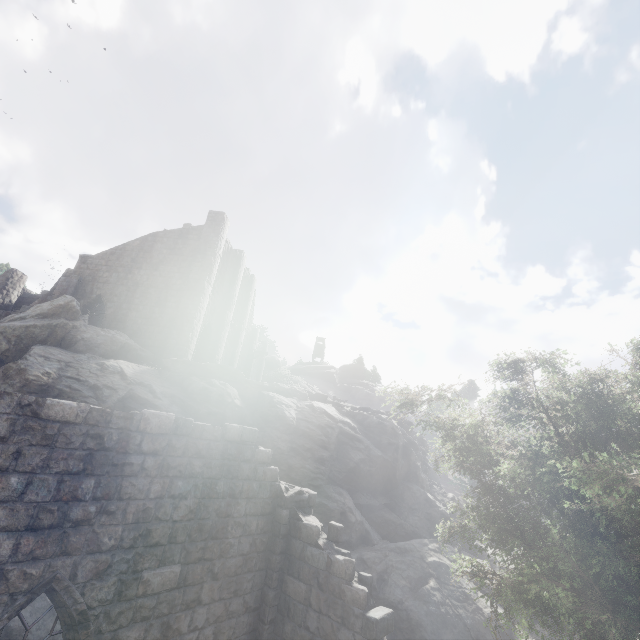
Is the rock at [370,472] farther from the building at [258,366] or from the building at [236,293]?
the building at [258,366]

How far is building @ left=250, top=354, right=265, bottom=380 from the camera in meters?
38.1 m

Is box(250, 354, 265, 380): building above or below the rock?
above

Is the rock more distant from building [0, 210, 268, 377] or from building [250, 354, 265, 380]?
building [250, 354, 265, 380]

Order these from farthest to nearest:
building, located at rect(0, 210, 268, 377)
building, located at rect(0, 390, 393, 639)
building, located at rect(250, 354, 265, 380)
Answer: building, located at rect(250, 354, 265, 380) → building, located at rect(0, 210, 268, 377) → building, located at rect(0, 390, 393, 639)

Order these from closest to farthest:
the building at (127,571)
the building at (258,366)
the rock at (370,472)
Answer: the building at (127,571), the rock at (370,472), the building at (258,366)

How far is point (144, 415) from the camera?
6.66m
